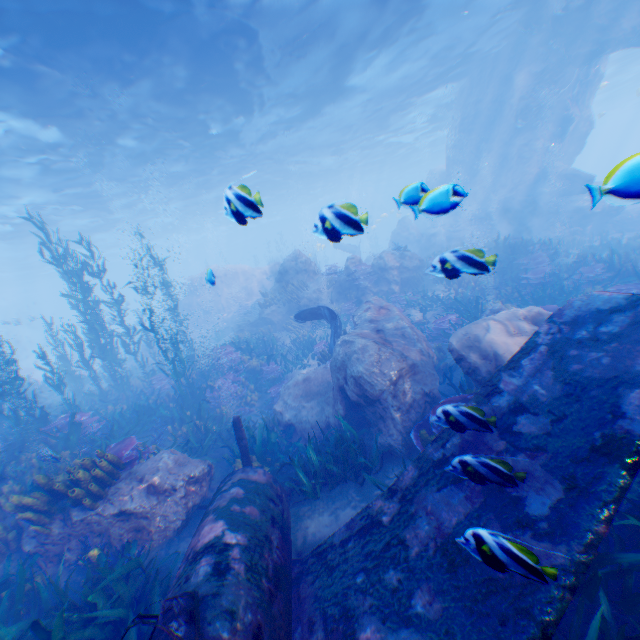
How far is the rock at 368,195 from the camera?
3.1 meters

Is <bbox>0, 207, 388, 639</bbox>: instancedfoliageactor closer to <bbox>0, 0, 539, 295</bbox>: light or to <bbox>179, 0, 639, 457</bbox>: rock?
<bbox>179, 0, 639, 457</bbox>: rock

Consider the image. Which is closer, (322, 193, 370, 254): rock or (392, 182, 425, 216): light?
(322, 193, 370, 254): rock

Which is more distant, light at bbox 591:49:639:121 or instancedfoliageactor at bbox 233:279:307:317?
light at bbox 591:49:639:121

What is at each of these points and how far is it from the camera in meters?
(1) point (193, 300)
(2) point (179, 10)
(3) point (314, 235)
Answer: (1) rock, 25.6 m
(2) light, 10.2 m
(3) light, 3.3 m

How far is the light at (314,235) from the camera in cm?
322

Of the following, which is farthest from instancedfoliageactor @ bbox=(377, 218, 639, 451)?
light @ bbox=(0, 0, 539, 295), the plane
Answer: light @ bbox=(0, 0, 539, 295)

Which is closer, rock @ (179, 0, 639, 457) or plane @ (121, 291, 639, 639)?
plane @ (121, 291, 639, 639)
